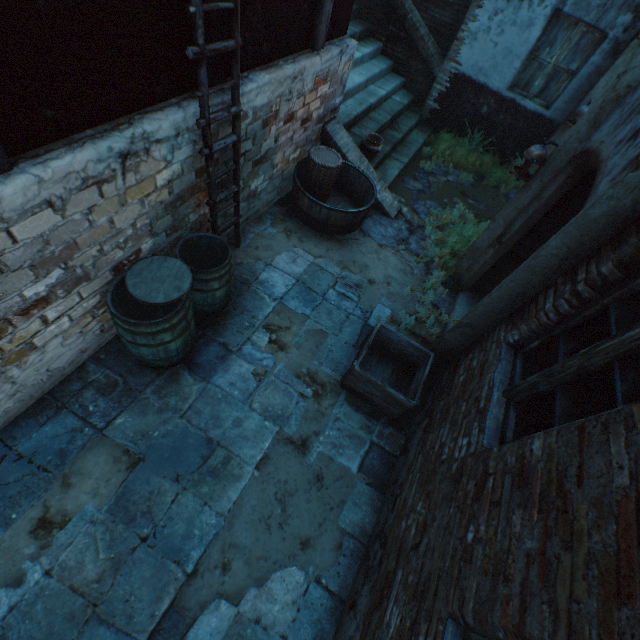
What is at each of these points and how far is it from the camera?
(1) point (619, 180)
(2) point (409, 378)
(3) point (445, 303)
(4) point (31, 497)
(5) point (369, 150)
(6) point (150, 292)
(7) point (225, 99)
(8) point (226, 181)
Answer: (1) building, 2.0 meters
(2) wooden crate, 4.1 meters
(3) ground stones, 5.0 meters
(4) ground pavers, 2.6 meters
(5) ceramic pot, 5.8 meters
(6) barrel lid, 2.8 meters
(7) building, 3.1 meters
(8) building, 3.8 meters

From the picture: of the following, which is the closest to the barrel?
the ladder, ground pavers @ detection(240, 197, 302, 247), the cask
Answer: ground pavers @ detection(240, 197, 302, 247)

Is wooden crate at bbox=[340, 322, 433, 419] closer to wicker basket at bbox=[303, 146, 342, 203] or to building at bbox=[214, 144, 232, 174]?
building at bbox=[214, 144, 232, 174]

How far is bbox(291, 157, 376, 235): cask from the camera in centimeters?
487cm

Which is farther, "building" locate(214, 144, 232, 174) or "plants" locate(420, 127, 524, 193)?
"plants" locate(420, 127, 524, 193)

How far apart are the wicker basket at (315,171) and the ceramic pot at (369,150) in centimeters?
103cm

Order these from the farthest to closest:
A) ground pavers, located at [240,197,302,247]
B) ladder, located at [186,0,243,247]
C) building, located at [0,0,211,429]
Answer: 1. ground pavers, located at [240,197,302,247]
2. ladder, located at [186,0,243,247]
3. building, located at [0,0,211,429]

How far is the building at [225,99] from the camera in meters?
3.0
